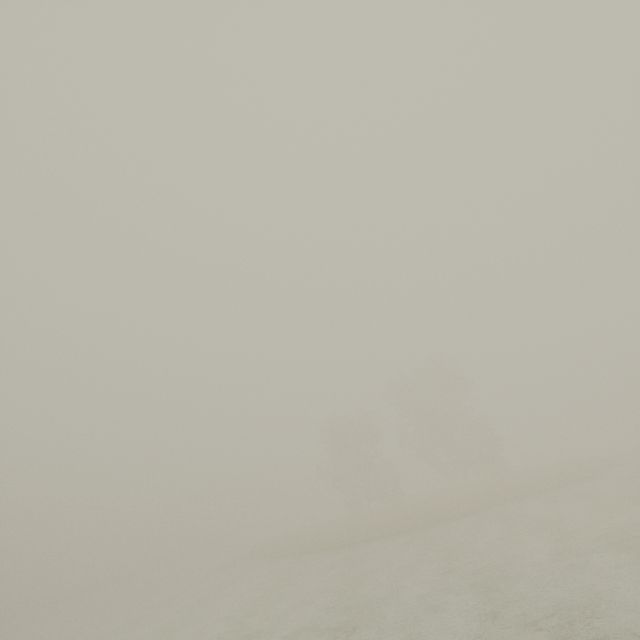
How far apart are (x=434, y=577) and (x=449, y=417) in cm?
2779
